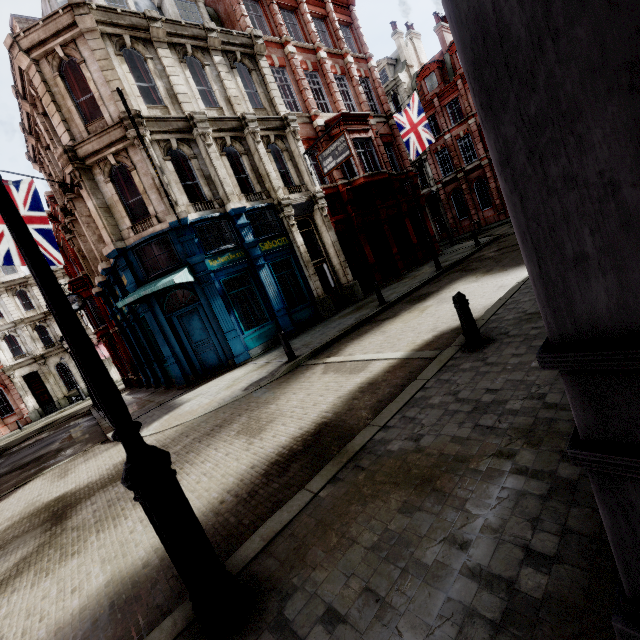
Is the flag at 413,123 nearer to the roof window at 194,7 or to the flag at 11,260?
the roof window at 194,7

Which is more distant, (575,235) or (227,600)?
(227,600)

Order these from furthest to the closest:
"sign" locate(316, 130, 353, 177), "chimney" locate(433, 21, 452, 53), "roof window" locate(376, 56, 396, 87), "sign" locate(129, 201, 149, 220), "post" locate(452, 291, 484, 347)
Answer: "roof window" locate(376, 56, 396, 87), "chimney" locate(433, 21, 452, 53), "sign" locate(316, 130, 353, 177), "sign" locate(129, 201, 149, 220), "post" locate(452, 291, 484, 347)

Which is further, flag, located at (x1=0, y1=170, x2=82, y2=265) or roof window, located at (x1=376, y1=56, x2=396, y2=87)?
roof window, located at (x1=376, y1=56, x2=396, y2=87)

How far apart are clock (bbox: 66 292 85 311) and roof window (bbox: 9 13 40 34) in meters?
8.5 m

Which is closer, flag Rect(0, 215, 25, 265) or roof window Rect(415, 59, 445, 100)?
flag Rect(0, 215, 25, 265)

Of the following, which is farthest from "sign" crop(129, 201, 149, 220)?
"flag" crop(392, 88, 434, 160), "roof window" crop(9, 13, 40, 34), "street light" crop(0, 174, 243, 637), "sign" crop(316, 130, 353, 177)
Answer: "flag" crop(392, 88, 434, 160)

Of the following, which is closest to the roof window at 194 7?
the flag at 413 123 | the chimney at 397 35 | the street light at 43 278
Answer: the flag at 413 123
